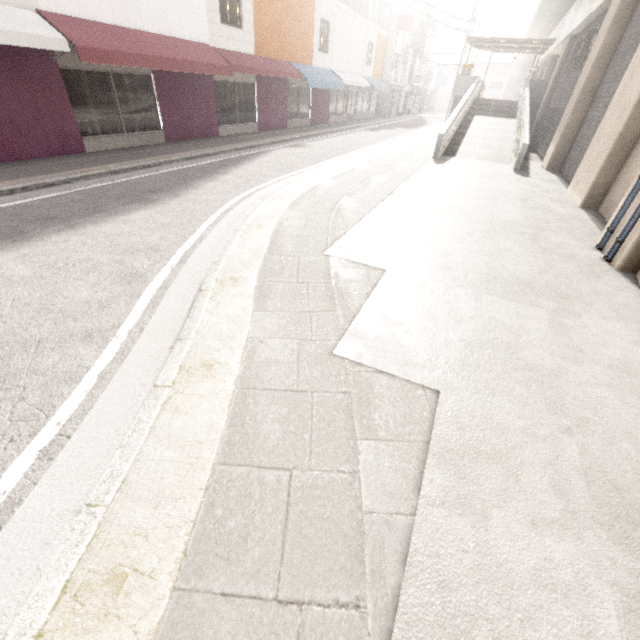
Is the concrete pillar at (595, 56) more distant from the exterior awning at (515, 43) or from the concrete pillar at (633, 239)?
the exterior awning at (515, 43)

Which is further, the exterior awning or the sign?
the sign

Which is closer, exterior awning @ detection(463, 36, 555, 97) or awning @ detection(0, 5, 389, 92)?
awning @ detection(0, 5, 389, 92)

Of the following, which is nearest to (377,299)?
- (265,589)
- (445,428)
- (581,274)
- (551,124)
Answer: (445,428)

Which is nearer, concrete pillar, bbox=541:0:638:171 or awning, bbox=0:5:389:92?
awning, bbox=0:5:389:92

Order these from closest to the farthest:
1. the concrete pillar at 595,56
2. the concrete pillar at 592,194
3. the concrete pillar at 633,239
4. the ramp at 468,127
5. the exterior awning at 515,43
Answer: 1. the concrete pillar at 633,239
2. the concrete pillar at 592,194
3. the concrete pillar at 595,56
4. the ramp at 468,127
5. the exterior awning at 515,43

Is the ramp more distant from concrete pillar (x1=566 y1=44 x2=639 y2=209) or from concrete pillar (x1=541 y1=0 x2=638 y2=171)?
concrete pillar (x1=566 y1=44 x2=639 y2=209)

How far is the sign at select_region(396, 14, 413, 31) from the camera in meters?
27.2 m
